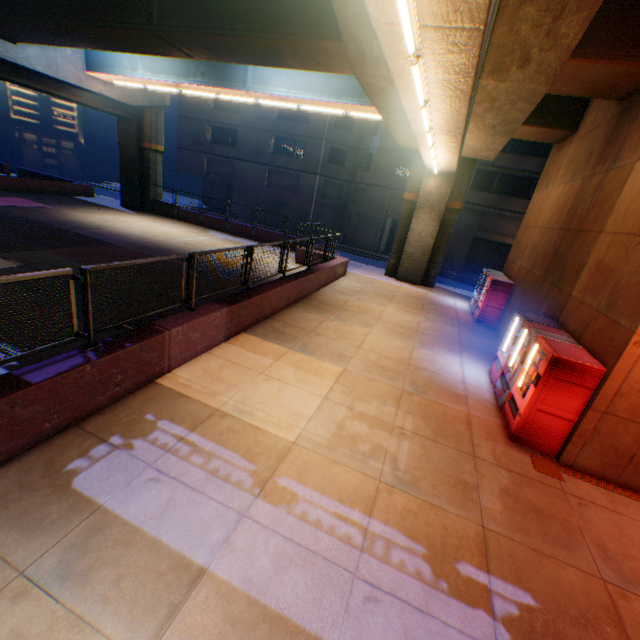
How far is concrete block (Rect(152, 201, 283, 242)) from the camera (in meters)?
22.39

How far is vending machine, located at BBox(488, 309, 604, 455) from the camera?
5.87m

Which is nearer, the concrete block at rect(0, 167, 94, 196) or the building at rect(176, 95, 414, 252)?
the concrete block at rect(0, 167, 94, 196)

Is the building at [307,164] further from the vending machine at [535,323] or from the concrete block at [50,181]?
the vending machine at [535,323]

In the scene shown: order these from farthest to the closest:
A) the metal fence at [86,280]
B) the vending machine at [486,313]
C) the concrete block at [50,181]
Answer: the concrete block at [50,181] < the vending machine at [486,313] < the metal fence at [86,280]

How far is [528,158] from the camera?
24.6m

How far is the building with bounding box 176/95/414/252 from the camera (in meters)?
29.06

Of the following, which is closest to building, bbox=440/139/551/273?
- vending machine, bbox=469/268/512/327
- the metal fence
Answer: the metal fence
